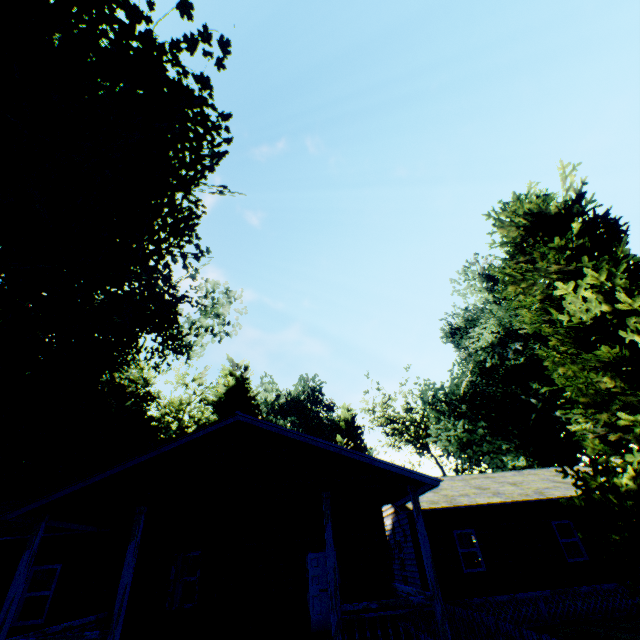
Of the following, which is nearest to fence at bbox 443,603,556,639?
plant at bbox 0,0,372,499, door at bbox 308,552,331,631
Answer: plant at bbox 0,0,372,499

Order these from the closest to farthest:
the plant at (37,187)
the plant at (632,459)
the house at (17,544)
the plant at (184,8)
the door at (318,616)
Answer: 1. the plant at (632,459)
2. the house at (17,544)
3. the door at (318,616)
4. the plant at (37,187)
5. the plant at (184,8)

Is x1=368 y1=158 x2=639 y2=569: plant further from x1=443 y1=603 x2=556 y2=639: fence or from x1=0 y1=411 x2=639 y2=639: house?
x1=0 y1=411 x2=639 y2=639: house

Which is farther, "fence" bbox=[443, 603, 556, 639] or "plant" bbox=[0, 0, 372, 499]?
"plant" bbox=[0, 0, 372, 499]

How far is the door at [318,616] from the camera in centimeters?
1105cm

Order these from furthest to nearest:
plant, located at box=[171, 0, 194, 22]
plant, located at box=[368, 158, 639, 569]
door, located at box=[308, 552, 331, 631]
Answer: plant, located at box=[171, 0, 194, 22]
door, located at box=[308, 552, 331, 631]
plant, located at box=[368, 158, 639, 569]

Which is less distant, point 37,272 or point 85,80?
point 85,80

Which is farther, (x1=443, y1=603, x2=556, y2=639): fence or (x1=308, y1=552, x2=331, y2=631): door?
(x1=308, y1=552, x2=331, y2=631): door
